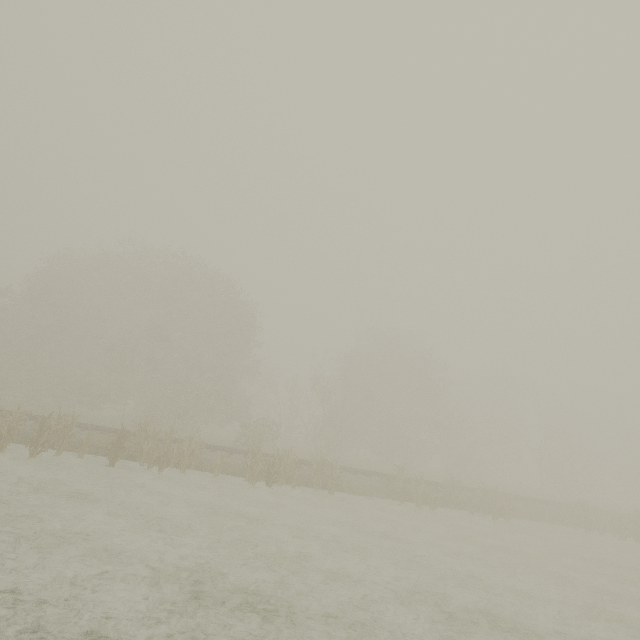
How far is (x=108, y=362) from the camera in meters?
30.6
